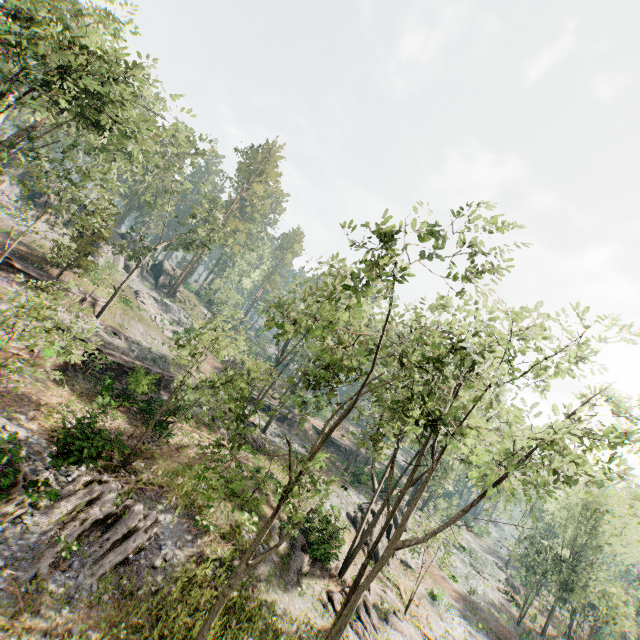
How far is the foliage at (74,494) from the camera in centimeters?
1122cm

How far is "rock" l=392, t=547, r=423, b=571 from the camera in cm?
3178

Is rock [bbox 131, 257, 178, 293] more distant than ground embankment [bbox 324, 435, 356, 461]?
Yes

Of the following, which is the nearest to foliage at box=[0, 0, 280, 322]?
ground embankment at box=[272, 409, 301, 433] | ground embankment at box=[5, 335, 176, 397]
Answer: ground embankment at box=[5, 335, 176, 397]

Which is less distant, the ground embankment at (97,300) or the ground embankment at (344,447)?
the ground embankment at (97,300)

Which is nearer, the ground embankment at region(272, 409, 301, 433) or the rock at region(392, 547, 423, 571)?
the rock at region(392, 547, 423, 571)

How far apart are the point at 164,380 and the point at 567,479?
29.42m
